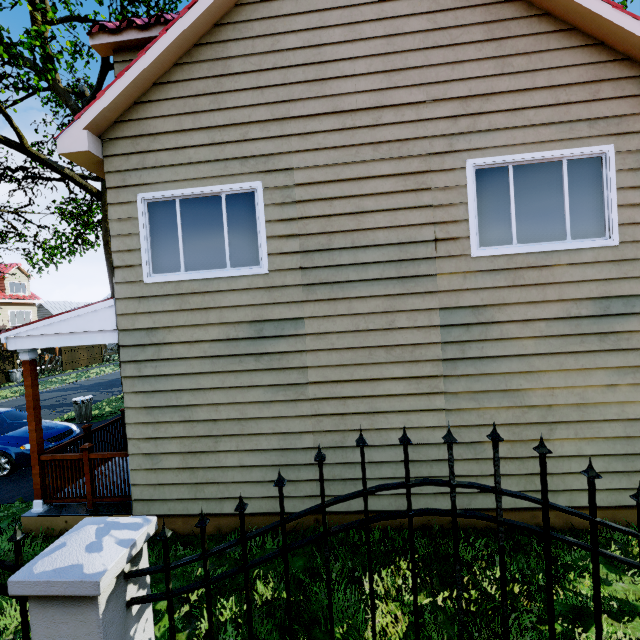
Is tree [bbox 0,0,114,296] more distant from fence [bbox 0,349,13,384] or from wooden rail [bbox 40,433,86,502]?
wooden rail [bbox 40,433,86,502]

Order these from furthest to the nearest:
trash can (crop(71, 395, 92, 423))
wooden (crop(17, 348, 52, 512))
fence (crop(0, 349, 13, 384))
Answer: fence (crop(0, 349, 13, 384)), trash can (crop(71, 395, 92, 423)), wooden (crop(17, 348, 52, 512))

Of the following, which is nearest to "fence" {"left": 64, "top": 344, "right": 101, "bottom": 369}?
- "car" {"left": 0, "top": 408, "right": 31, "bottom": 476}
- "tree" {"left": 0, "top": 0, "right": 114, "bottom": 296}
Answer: "tree" {"left": 0, "top": 0, "right": 114, "bottom": 296}

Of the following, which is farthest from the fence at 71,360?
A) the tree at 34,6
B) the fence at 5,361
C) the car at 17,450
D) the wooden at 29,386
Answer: the fence at 5,361

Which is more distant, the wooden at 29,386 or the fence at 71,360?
the fence at 71,360

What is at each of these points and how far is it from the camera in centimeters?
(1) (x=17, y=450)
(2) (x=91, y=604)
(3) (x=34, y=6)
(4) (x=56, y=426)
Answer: (1) car, 793cm
(2) fence, 144cm
(3) tree, 1014cm
(4) car, 898cm

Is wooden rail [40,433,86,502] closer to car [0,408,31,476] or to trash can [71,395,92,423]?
car [0,408,31,476]

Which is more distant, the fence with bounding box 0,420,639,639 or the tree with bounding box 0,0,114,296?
the tree with bounding box 0,0,114,296
